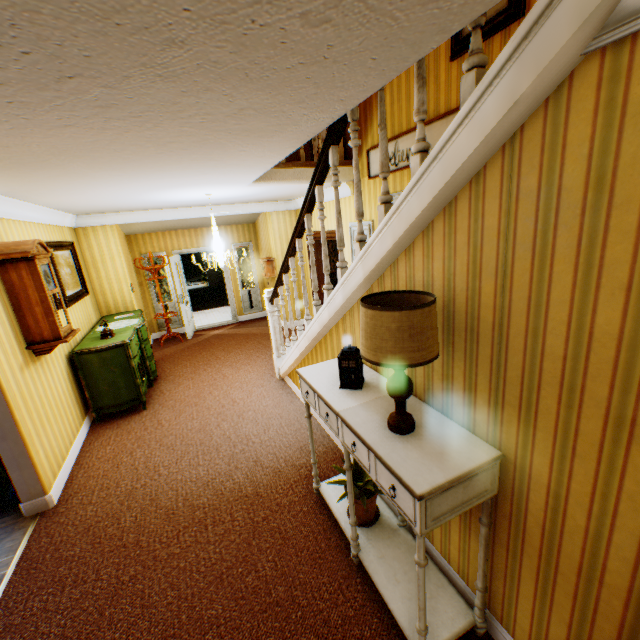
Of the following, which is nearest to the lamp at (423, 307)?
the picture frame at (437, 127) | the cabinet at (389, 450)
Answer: the cabinet at (389, 450)

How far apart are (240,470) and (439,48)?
5.1 meters

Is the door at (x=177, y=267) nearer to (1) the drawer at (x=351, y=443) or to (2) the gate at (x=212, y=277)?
(1) the drawer at (x=351, y=443)

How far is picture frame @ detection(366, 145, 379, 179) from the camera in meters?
4.6

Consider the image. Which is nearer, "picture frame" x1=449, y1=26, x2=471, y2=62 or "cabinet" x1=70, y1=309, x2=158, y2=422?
"picture frame" x1=449, y1=26, x2=471, y2=62

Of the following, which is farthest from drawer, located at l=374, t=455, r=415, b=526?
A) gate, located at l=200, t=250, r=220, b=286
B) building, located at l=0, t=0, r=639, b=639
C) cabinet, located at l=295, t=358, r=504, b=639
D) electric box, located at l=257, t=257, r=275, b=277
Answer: gate, located at l=200, t=250, r=220, b=286

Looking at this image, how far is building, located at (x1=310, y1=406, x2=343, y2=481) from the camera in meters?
3.5

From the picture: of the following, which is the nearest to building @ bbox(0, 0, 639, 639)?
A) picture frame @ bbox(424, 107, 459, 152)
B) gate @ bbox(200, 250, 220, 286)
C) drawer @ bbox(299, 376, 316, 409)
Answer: picture frame @ bbox(424, 107, 459, 152)
